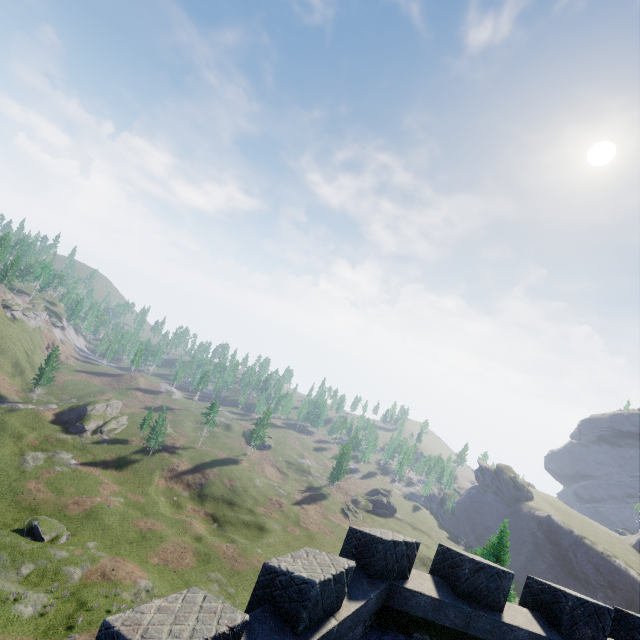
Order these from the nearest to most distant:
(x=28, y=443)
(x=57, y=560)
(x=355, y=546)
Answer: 1. (x=355, y=546)
2. (x=57, y=560)
3. (x=28, y=443)
